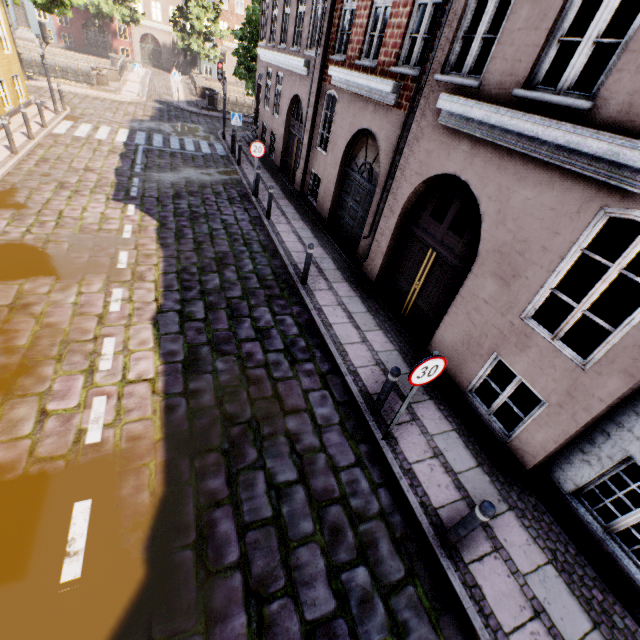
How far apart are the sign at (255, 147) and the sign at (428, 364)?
10.5 meters

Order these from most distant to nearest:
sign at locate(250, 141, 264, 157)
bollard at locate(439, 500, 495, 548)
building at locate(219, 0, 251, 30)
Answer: building at locate(219, 0, 251, 30)
sign at locate(250, 141, 264, 157)
bollard at locate(439, 500, 495, 548)

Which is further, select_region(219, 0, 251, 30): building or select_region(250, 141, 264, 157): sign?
select_region(219, 0, 251, 30): building

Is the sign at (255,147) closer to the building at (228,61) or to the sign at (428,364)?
the building at (228,61)

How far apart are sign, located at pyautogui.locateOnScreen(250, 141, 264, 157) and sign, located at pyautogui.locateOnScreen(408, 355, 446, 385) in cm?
1047

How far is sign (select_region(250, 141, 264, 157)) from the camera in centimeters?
1123cm

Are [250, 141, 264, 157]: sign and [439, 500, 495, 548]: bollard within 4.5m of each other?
no

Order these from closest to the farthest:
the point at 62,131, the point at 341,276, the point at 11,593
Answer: the point at 11,593, the point at 341,276, the point at 62,131
